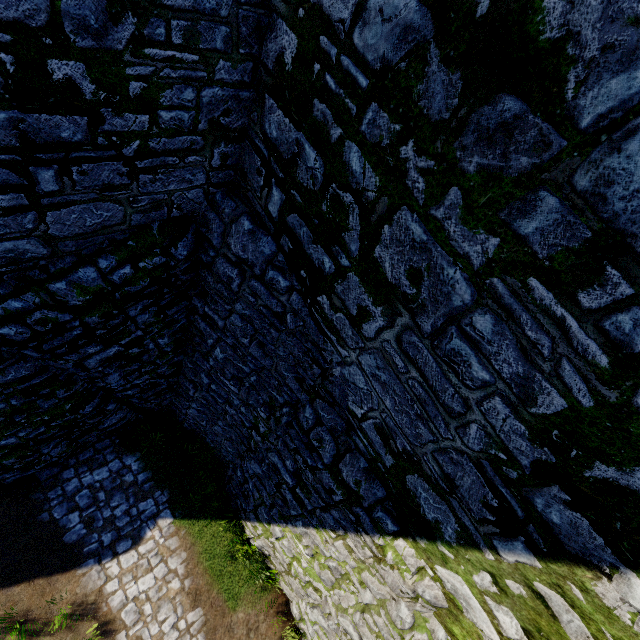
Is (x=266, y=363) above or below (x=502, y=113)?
below
